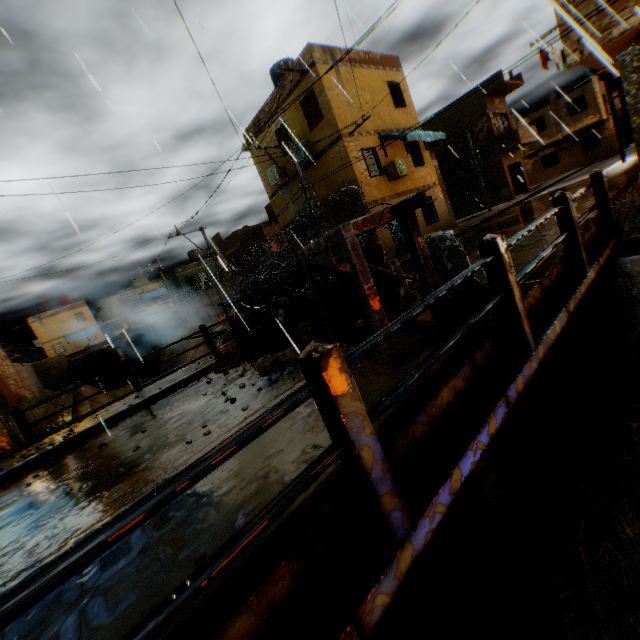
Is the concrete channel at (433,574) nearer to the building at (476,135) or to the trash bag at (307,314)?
the building at (476,135)

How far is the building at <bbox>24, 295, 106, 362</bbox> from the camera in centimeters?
4500cm

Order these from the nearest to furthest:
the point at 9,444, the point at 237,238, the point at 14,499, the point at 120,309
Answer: the point at 14,499, the point at 9,444, the point at 237,238, the point at 120,309

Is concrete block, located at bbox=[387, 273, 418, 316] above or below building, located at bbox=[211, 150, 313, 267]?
below

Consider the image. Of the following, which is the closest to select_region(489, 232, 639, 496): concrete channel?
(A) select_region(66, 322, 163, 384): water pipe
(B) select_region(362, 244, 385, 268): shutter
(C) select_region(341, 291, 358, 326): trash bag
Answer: (A) select_region(66, 322, 163, 384): water pipe

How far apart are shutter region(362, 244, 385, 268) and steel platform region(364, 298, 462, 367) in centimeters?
47cm

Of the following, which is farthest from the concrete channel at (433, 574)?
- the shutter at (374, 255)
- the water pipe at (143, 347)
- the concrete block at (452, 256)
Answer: the shutter at (374, 255)

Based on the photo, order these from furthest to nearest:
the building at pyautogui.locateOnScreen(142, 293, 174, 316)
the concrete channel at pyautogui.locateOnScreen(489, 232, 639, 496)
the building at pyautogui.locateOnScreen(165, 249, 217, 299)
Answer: the building at pyautogui.locateOnScreen(142, 293, 174, 316) → the building at pyautogui.locateOnScreen(165, 249, 217, 299) → the concrete channel at pyautogui.locateOnScreen(489, 232, 639, 496)
